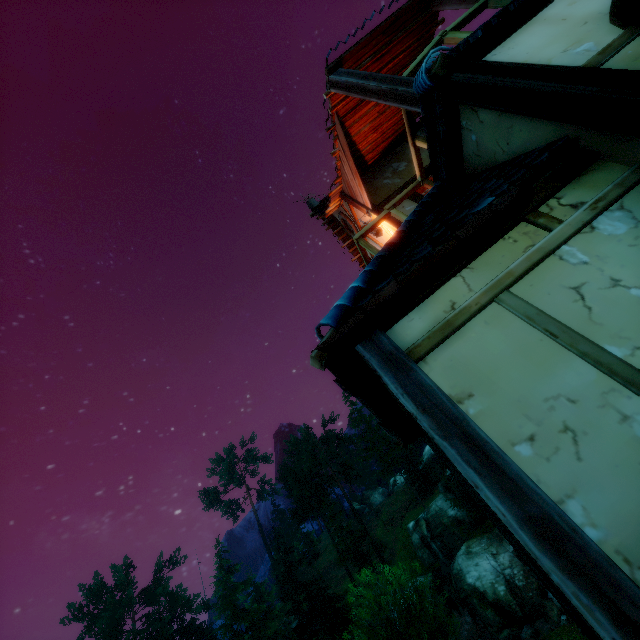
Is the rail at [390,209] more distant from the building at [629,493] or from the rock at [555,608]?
the rock at [555,608]

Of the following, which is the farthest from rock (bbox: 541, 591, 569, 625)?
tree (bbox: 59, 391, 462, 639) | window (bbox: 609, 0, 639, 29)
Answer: window (bbox: 609, 0, 639, 29)

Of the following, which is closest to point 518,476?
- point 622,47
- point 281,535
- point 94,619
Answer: point 622,47

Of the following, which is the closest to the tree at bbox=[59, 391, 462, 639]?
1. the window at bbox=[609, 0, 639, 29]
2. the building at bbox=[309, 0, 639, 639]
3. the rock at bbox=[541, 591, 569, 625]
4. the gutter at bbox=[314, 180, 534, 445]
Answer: the rock at bbox=[541, 591, 569, 625]

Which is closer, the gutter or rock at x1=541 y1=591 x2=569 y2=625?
the gutter

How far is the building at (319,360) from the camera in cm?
219

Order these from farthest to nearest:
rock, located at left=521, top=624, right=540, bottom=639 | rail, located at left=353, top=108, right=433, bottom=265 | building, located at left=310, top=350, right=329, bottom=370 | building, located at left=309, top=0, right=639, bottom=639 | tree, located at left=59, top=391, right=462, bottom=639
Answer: rock, located at left=521, top=624, right=540, bottom=639
tree, located at left=59, top=391, right=462, bottom=639
rail, located at left=353, top=108, right=433, bottom=265
building, located at left=310, top=350, right=329, bottom=370
building, located at left=309, top=0, right=639, bottom=639

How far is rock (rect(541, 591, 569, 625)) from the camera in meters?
26.3 m
